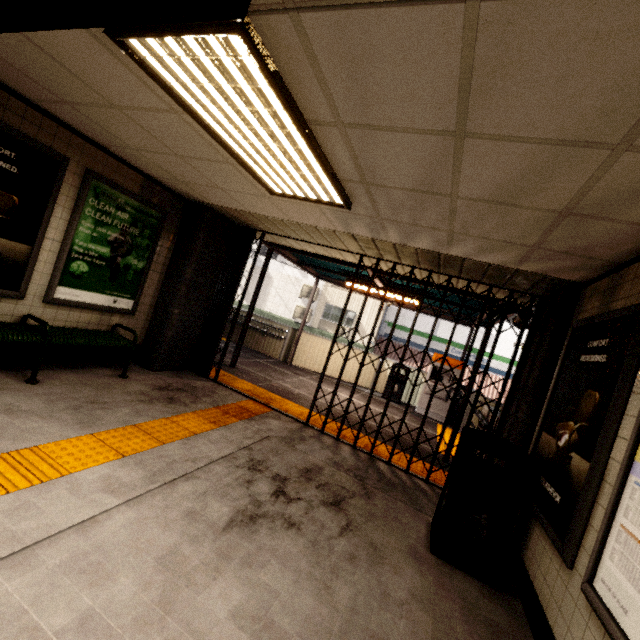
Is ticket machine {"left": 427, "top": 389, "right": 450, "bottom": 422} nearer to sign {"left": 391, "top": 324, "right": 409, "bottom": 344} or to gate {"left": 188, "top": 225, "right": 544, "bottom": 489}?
gate {"left": 188, "top": 225, "right": 544, "bottom": 489}

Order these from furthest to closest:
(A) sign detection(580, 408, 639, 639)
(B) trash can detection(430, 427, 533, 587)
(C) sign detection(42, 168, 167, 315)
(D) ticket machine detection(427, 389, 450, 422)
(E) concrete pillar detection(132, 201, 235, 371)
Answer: (D) ticket machine detection(427, 389, 450, 422) → (E) concrete pillar detection(132, 201, 235, 371) → (C) sign detection(42, 168, 167, 315) → (B) trash can detection(430, 427, 533, 587) → (A) sign detection(580, 408, 639, 639)

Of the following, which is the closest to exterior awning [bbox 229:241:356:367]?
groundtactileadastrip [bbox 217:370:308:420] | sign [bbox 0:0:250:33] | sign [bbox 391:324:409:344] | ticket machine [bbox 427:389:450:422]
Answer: ticket machine [bbox 427:389:450:422]

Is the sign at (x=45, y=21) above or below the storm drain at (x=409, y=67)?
below

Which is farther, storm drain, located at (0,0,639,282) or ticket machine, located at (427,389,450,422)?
ticket machine, located at (427,389,450,422)

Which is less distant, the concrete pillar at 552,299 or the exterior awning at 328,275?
the concrete pillar at 552,299

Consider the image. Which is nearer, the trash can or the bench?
the trash can

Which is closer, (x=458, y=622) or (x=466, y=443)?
(x=458, y=622)
